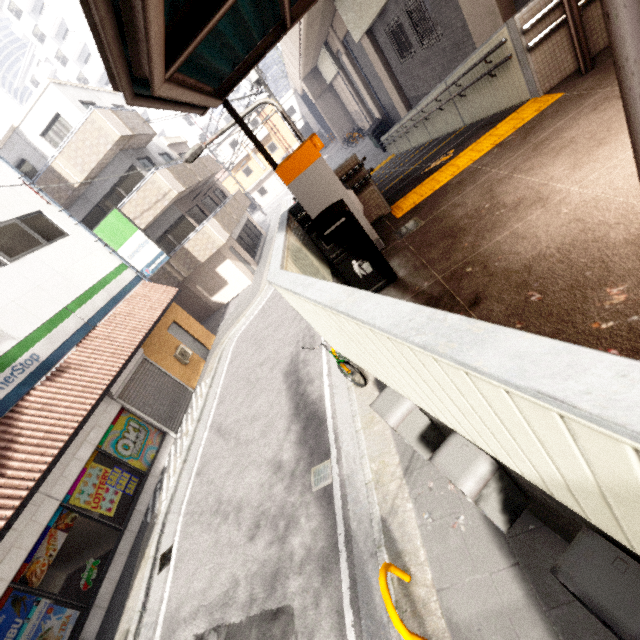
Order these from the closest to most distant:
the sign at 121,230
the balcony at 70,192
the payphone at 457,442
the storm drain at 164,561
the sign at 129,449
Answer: the payphone at 457,442 < the storm drain at 164,561 < the sign at 129,449 < the sign at 121,230 < the balcony at 70,192

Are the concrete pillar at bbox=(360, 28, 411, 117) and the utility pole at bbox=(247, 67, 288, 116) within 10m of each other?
yes

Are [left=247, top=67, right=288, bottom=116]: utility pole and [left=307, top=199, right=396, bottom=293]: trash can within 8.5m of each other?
no

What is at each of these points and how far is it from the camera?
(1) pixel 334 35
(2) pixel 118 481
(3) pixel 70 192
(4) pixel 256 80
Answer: (1) concrete pillar, 18.8m
(2) sign, 8.7m
(3) balcony, 14.7m
(4) utility pole, 14.4m

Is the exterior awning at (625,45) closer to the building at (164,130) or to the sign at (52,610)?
the sign at (52,610)

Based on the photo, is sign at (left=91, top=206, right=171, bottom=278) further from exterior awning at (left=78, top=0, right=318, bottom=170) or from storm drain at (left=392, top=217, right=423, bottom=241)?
storm drain at (left=392, top=217, right=423, bottom=241)

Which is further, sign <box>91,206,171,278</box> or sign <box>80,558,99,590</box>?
sign <box>91,206,171,278</box>

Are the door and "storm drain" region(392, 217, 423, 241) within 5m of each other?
no
